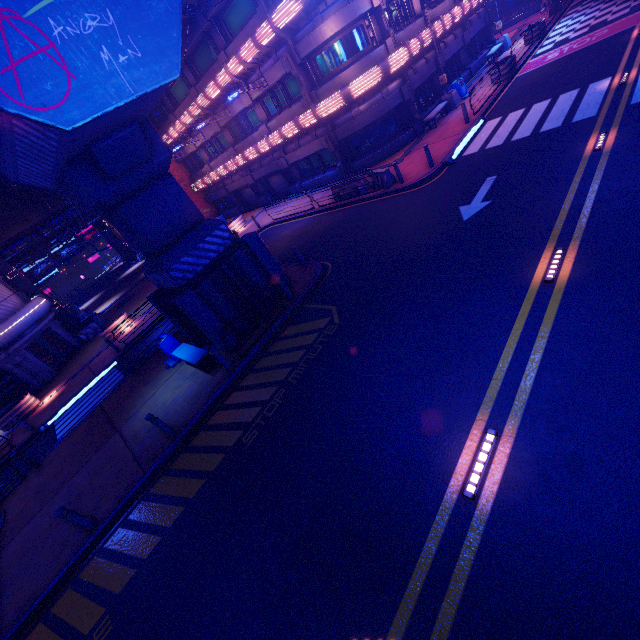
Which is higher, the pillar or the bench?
Answer: the pillar

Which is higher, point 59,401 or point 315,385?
point 59,401

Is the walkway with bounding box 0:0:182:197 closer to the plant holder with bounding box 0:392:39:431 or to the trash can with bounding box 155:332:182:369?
the trash can with bounding box 155:332:182:369

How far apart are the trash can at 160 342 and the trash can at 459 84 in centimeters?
2318cm

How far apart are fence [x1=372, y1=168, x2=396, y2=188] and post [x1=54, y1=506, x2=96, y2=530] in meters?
17.3

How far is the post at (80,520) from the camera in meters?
8.2

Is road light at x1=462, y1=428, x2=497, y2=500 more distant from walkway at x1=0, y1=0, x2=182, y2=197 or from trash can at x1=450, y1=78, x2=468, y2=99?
trash can at x1=450, y1=78, x2=468, y2=99

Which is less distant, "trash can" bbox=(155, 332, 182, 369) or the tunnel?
"trash can" bbox=(155, 332, 182, 369)
